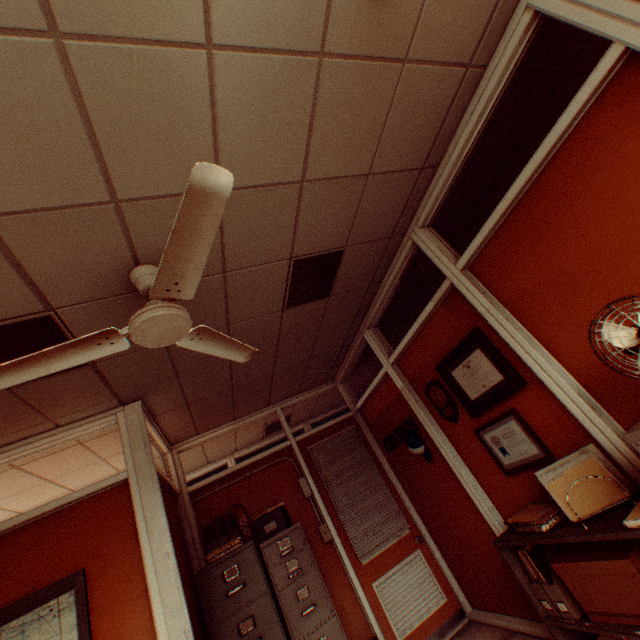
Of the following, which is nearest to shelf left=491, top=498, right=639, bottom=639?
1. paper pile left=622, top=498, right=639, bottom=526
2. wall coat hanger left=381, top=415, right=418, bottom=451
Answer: paper pile left=622, top=498, right=639, bottom=526

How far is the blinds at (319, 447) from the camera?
4.3m

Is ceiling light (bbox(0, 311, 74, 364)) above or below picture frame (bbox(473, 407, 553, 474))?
above

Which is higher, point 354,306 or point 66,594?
point 354,306

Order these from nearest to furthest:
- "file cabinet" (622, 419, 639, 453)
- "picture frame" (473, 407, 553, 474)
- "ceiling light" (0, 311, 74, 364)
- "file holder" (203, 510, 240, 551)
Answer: "file cabinet" (622, 419, 639, 453) < "ceiling light" (0, 311, 74, 364) < "picture frame" (473, 407, 553, 474) < "file holder" (203, 510, 240, 551)

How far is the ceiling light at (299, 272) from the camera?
2.8m

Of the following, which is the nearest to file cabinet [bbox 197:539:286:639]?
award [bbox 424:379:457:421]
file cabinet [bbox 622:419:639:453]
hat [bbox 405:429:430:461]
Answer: hat [bbox 405:429:430:461]

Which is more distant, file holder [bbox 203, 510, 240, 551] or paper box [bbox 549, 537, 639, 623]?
file holder [bbox 203, 510, 240, 551]
